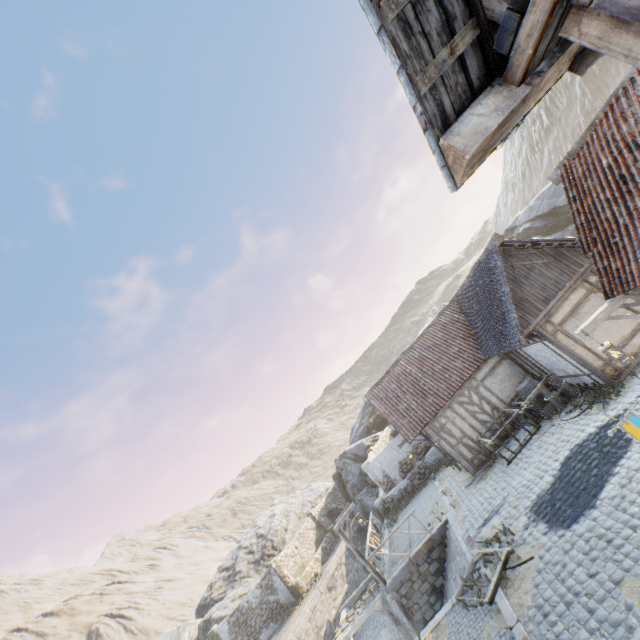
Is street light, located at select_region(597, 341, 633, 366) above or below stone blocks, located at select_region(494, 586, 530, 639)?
above

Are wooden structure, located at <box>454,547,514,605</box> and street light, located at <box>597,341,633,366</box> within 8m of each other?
yes

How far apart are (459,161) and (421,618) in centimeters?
1749cm

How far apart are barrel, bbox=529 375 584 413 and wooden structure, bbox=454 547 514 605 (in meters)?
5.65

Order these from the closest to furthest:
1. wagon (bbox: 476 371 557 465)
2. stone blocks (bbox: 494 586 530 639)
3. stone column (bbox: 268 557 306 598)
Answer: stone blocks (bbox: 494 586 530 639), wagon (bbox: 476 371 557 465), stone column (bbox: 268 557 306 598)

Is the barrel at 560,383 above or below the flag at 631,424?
below

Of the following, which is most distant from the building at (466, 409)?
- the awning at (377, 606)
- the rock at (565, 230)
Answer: the awning at (377, 606)

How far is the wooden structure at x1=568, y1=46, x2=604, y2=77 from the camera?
2.37m
